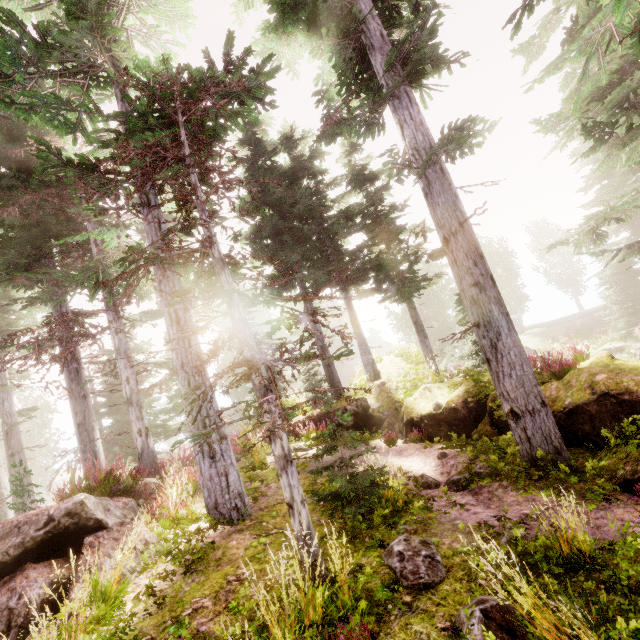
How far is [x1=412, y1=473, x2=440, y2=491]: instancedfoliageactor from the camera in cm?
700

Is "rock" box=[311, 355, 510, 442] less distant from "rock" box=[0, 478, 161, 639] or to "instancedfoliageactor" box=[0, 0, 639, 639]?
"instancedfoliageactor" box=[0, 0, 639, 639]

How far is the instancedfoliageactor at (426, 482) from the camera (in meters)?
7.00

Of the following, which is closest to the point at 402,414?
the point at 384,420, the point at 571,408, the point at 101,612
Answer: the point at 384,420

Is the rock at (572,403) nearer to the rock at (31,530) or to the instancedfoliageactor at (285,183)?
the instancedfoliageactor at (285,183)

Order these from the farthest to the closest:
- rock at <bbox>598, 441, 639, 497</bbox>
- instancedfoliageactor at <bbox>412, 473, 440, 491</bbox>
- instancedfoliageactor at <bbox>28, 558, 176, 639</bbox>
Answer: instancedfoliageactor at <bbox>412, 473, 440, 491</bbox>, rock at <bbox>598, 441, 639, 497</bbox>, instancedfoliageactor at <bbox>28, 558, 176, 639</bbox>
